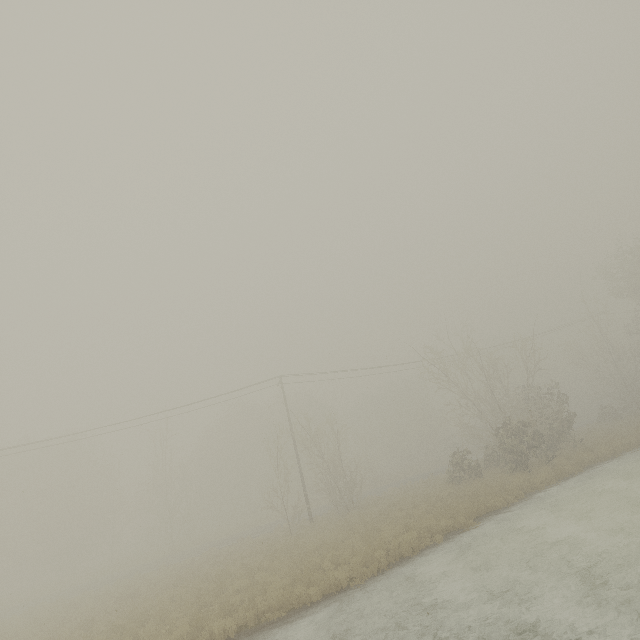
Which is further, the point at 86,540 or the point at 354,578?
the point at 86,540
